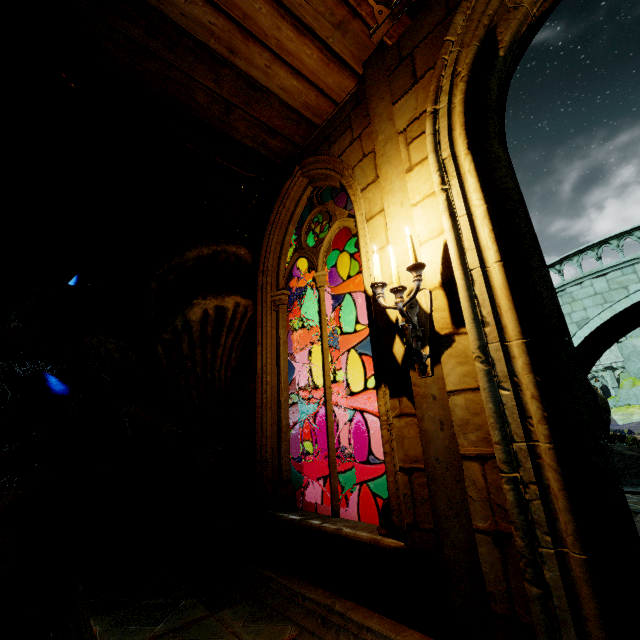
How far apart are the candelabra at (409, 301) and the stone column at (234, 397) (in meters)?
2.81

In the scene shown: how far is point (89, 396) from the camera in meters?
5.0 m

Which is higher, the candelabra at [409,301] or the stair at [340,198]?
the stair at [340,198]

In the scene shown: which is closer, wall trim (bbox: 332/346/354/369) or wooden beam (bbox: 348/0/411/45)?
wooden beam (bbox: 348/0/411/45)

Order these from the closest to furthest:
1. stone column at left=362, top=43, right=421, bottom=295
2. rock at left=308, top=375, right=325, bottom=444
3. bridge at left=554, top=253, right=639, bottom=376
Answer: stone column at left=362, top=43, right=421, bottom=295
bridge at left=554, top=253, right=639, bottom=376
rock at left=308, top=375, right=325, bottom=444

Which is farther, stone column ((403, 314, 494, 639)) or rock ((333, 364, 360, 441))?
rock ((333, 364, 360, 441))

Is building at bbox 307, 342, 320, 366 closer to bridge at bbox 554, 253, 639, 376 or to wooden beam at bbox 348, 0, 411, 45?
bridge at bbox 554, 253, 639, 376

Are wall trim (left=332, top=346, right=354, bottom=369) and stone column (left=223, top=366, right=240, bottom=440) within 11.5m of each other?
no
